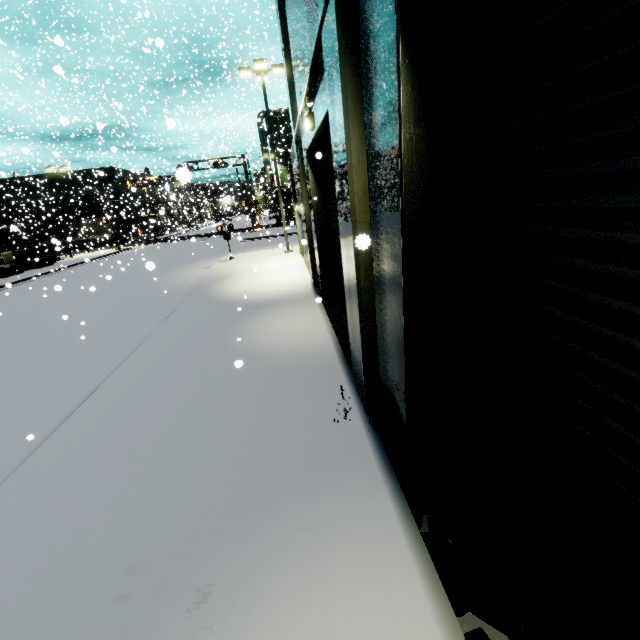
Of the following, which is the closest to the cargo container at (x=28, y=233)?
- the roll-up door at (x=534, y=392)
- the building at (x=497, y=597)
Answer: the building at (x=497, y=597)

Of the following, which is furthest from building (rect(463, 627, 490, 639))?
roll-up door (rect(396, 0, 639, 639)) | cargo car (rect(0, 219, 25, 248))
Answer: cargo car (rect(0, 219, 25, 248))

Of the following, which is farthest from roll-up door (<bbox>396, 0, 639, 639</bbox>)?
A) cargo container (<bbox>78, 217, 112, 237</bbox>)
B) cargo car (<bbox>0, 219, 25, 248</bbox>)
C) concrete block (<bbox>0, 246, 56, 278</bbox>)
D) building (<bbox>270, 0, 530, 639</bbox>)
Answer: cargo car (<bbox>0, 219, 25, 248</bbox>)

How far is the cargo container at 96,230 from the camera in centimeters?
3755cm

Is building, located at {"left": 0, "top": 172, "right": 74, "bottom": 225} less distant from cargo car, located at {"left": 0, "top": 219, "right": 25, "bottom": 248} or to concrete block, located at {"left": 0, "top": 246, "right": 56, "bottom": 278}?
concrete block, located at {"left": 0, "top": 246, "right": 56, "bottom": 278}

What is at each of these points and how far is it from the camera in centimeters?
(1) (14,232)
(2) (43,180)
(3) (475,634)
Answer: (1) cargo car, 4547cm
(2) building, 4344cm
(3) building, 238cm

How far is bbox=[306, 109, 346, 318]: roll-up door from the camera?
7.6 meters

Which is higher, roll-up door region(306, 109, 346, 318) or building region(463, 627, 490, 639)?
roll-up door region(306, 109, 346, 318)
